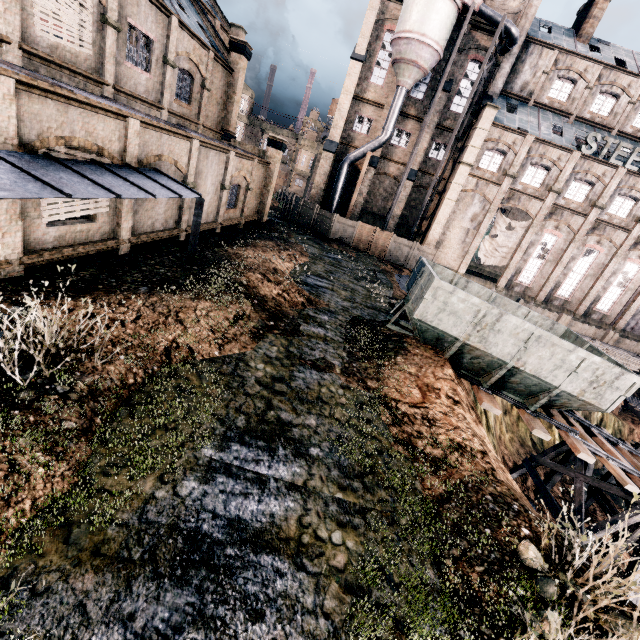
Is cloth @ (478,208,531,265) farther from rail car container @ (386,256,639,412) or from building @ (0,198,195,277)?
building @ (0,198,195,277)

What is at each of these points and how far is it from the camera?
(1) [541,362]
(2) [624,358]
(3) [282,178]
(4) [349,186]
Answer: (1) rail car container, 11.6m
(2) wood pile, 27.2m
(3) water tank, 53.6m
(4) building, 38.1m

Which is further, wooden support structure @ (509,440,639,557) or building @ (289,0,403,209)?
building @ (289,0,403,209)

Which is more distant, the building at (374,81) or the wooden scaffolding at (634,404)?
the building at (374,81)

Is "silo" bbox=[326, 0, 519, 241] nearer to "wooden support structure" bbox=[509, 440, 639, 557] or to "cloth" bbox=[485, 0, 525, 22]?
"cloth" bbox=[485, 0, 525, 22]

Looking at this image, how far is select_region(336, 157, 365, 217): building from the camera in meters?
37.1 m

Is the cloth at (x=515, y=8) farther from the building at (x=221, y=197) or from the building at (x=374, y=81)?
the building at (x=221, y=197)

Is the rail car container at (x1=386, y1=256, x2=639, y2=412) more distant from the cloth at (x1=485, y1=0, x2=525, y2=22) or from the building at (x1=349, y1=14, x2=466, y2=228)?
the cloth at (x1=485, y1=0, x2=525, y2=22)
